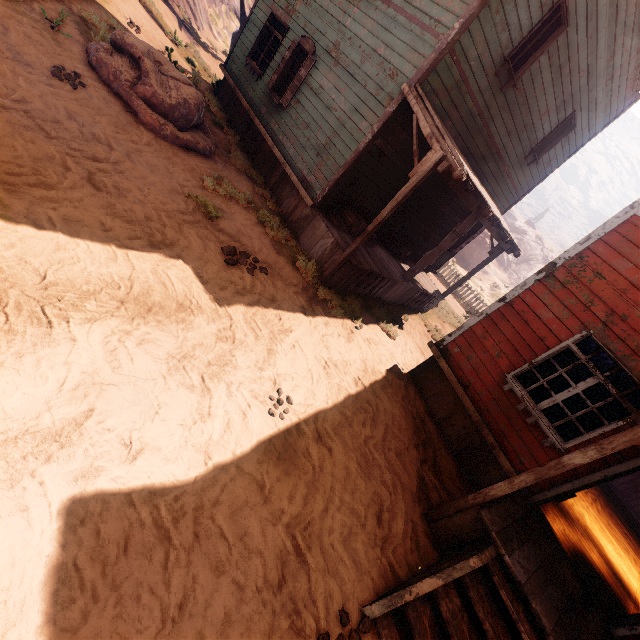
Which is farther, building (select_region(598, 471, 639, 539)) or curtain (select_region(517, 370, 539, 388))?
building (select_region(598, 471, 639, 539))

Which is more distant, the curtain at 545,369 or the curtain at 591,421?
the curtain at 545,369

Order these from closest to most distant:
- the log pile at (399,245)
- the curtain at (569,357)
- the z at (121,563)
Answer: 1. the z at (121,563)
2. the curtain at (569,357)
3. the log pile at (399,245)

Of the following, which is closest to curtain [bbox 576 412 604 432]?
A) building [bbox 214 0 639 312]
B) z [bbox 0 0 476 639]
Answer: building [bbox 214 0 639 312]

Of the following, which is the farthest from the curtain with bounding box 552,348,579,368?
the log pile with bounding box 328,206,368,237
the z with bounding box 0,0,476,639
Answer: the log pile with bounding box 328,206,368,237

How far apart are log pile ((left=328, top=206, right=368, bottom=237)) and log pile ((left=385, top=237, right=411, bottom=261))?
1.17m

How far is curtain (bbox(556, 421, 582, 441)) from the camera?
5.28m

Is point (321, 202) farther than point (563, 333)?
Yes
